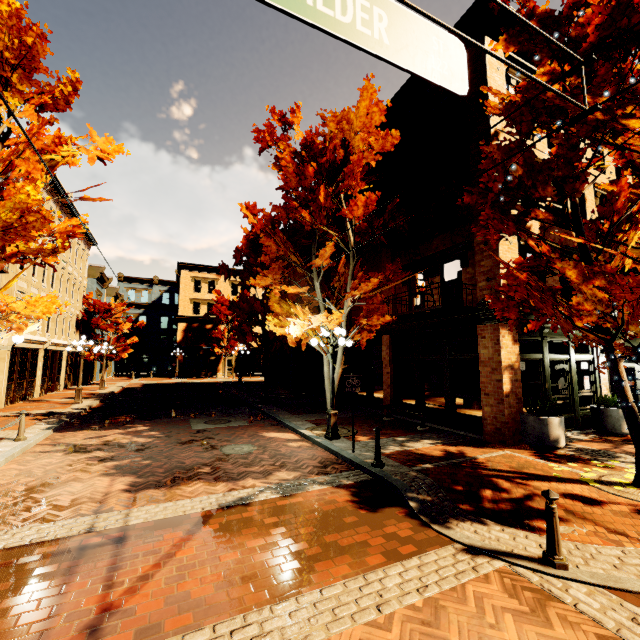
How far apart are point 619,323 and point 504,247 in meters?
4.2

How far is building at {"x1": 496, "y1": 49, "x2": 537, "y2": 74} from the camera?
11.1m

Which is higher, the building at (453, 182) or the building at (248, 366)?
the building at (453, 182)

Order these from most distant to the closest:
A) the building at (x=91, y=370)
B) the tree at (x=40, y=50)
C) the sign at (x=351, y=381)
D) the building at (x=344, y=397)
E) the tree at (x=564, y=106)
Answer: the building at (x=91, y=370) < the building at (x=344, y=397) < the sign at (x=351, y=381) < the tree at (x=40, y=50) < the tree at (x=564, y=106)

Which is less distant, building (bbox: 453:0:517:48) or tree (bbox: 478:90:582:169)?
tree (bbox: 478:90:582:169)

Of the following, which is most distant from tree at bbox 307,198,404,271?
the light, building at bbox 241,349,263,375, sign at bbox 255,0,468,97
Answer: sign at bbox 255,0,468,97

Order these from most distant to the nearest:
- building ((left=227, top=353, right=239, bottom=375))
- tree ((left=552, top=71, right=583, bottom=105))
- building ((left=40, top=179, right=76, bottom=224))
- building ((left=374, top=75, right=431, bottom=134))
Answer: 1. building ((left=227, top=353, right=239, bottom=375))
2. building ((left=40, top=179, right=76, bottom=224))
3. building ((left=374, top=75, right=431, bottom=134))
4. tree ((left=552, top=71, right=583, bottom=105))
